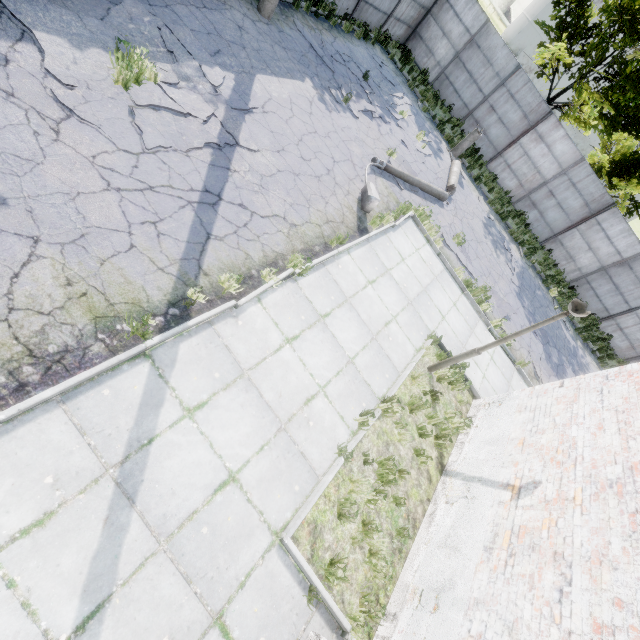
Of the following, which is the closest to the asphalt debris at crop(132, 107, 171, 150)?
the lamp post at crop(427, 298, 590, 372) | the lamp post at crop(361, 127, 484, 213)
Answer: the lamp post at crop(361, 127, 484, 213)

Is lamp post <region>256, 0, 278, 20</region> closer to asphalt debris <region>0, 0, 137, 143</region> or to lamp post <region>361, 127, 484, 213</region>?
asphalt debris <region>0, 0, 137, 143</region>

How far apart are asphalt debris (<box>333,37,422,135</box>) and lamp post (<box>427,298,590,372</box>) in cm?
1163

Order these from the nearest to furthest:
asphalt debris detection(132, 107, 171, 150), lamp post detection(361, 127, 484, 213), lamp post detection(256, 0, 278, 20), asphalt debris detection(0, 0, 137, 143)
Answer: asphalt debris detection(0, 0, 137, 143) < asphalt debris detection(132, 107, 171, 150) < lamp post detection(361, 127, 484, 213) < lamp post detection(256, 0, 278, 20)

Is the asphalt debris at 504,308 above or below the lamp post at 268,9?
below

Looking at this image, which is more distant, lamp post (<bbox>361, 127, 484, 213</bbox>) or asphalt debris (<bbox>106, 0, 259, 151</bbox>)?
lamp post (<bbox>361, 127, 484, 213</bbox>)

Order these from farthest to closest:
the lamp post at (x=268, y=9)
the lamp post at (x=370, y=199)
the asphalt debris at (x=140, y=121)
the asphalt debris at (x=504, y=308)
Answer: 1. the asphalt debris at (x=504, y=308)
2. the lamp post at (x=268, y=9)
3. the lamp post at (x=370, y=199)
4. the asphalt debris at (x=140, y=121)

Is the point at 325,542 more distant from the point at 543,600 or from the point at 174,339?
the point at 174,339
